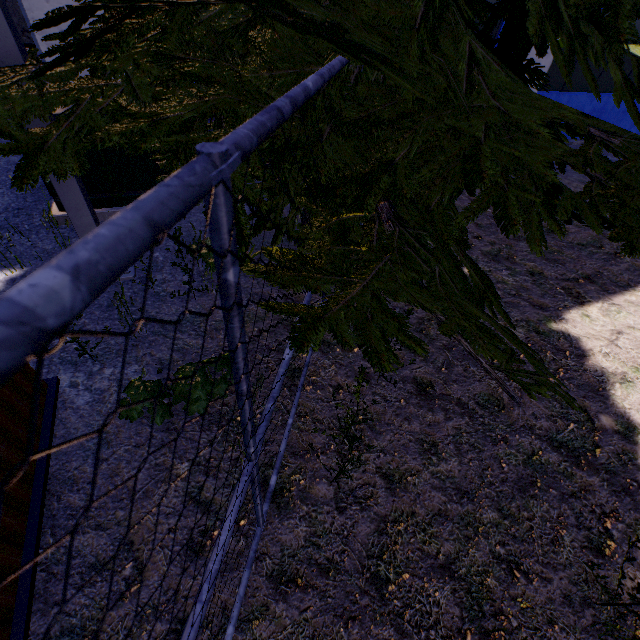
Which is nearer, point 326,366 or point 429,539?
point 429,539

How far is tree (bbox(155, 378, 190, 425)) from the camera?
2.3m

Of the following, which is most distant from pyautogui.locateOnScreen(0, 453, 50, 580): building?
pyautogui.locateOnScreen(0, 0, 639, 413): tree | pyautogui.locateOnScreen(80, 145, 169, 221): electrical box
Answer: pyautogui.locateOnScreen(80, 145, 169, 221): electrical box

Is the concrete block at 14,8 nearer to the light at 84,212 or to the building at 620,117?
the building at 620,117

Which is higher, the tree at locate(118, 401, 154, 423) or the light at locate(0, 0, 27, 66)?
the light at locate(0, 0, 27, 66)

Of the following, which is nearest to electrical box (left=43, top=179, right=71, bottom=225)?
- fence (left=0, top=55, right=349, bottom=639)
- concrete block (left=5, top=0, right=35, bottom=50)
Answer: concrete block (left=5, top=0, right=35, bottom=50)

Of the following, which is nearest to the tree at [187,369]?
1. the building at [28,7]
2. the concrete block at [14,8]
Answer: the building at [28,7]
